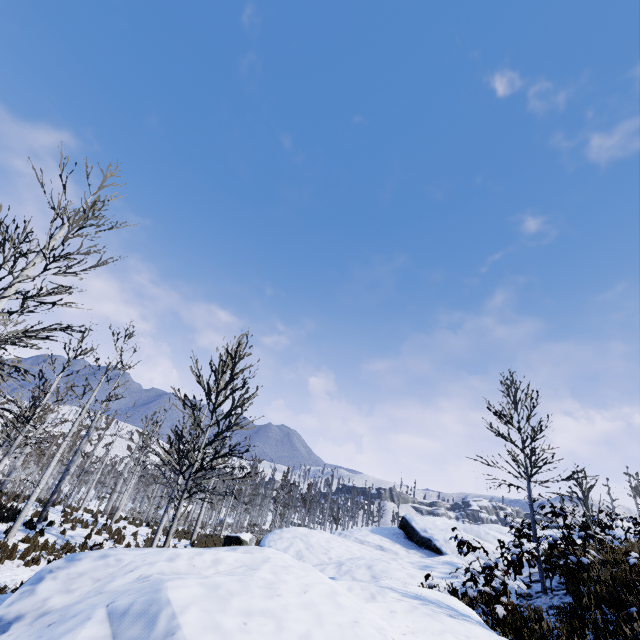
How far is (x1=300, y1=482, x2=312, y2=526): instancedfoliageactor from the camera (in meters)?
23.77

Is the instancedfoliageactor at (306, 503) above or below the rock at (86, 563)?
above

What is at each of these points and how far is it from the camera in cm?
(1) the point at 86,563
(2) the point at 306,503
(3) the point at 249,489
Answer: (1) rock, 341
(2) instancedfoliageactor, 2420
(3) instancedfoliageactor, 4934

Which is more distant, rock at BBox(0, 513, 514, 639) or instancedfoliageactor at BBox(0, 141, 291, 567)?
instancedfoliageactor at BBox(0, 141, 291, 567)

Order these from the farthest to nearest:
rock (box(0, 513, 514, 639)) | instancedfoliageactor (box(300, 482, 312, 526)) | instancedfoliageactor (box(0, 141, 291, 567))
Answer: instancedfoliageactor (box(300, 482, 312, 526)), instancedfoliageactor (box(0, 141, 291, 567)), rock (box(0, 513, 514, 639))

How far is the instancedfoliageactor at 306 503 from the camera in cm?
2377

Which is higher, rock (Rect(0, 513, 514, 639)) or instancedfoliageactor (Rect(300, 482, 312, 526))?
instancedfoliageactor (Rect(300, 482, 312, 526))
